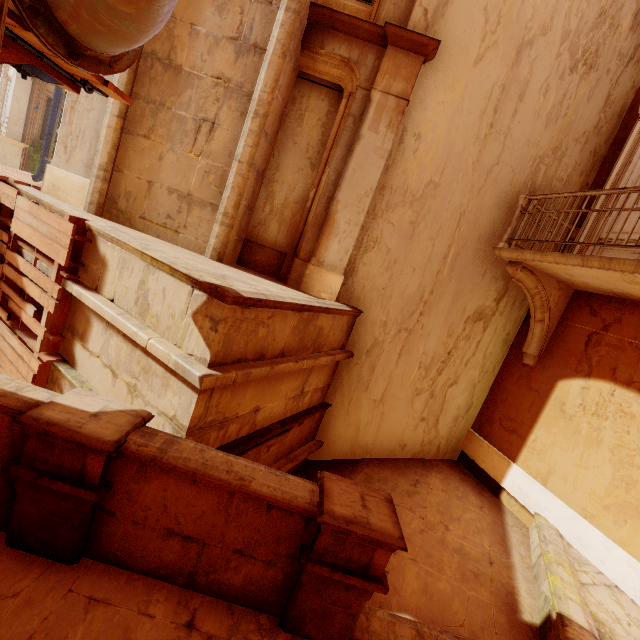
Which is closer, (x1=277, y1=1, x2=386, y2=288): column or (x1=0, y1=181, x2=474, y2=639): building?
(x1=0, y1=181, x2=474, y2=639): building

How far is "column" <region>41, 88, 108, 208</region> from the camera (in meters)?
6.00

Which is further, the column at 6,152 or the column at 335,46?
the column at 6,152

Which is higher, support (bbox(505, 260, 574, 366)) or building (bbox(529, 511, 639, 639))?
support (bbox(505, 260, 574, 366))

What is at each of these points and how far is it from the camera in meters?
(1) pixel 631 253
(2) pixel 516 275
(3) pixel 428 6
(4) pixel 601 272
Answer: (1) door, 6.1 m
(2) support, 6.3 m
(3) column, 5.4 m
(4) balcony, 5.0 m

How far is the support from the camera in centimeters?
636cm

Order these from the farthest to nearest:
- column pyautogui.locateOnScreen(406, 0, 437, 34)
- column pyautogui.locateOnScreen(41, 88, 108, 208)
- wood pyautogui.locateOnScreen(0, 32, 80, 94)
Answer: column pyautogui.locateOnScreen(41, 88, 108, 208)
column pyautogui.locateOnScreen(406, 0, 437, 34)
wood pyautogui.locateOnScreen(0, 32, 80, 94)

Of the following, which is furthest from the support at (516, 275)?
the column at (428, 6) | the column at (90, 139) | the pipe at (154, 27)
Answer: the column at (90, 139)
